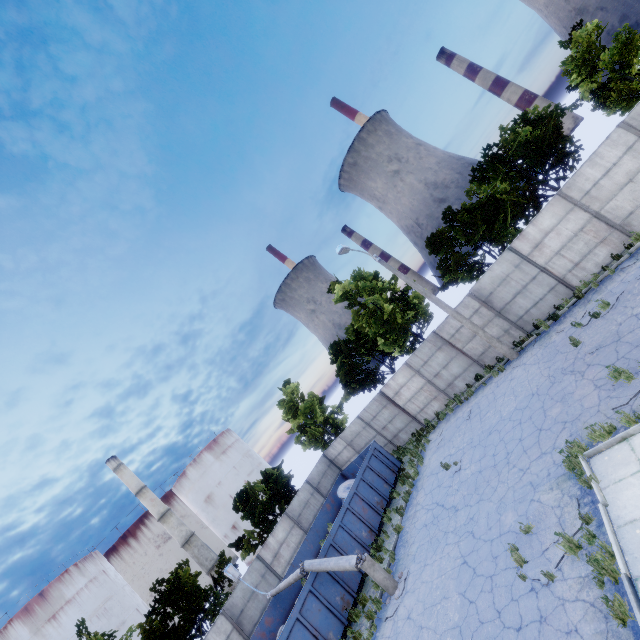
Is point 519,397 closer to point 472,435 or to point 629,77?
point 472,435

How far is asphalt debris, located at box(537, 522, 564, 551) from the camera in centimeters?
736cm

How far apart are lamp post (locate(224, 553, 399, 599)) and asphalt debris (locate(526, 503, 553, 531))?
5.6m

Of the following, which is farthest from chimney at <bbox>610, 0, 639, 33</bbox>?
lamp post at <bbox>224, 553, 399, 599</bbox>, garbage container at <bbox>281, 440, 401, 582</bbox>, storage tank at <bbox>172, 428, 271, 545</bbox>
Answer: storage tank at <bbox>172, 428, 271, 545</bbox>

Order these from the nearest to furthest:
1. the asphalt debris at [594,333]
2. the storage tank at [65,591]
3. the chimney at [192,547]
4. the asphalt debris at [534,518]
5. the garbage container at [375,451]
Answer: the asphalt debris at [534,518] → the asphalt debris at [594,333] → the garbage container at [375,451] → the storage tank at [65,591] → the chimney at [192,547]

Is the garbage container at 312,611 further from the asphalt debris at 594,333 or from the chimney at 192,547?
the chimney at 192,547

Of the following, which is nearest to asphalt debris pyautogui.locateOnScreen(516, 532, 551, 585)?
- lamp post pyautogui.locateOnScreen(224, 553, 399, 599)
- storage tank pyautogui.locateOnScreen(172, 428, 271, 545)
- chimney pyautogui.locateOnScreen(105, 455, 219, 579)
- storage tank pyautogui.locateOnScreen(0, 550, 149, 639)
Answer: lamp post pyautogui.locateOnScreen(224, 553, 399, 599)

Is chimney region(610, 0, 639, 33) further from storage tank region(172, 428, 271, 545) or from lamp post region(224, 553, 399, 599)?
storage tank region(172, 428, 271, 545)
